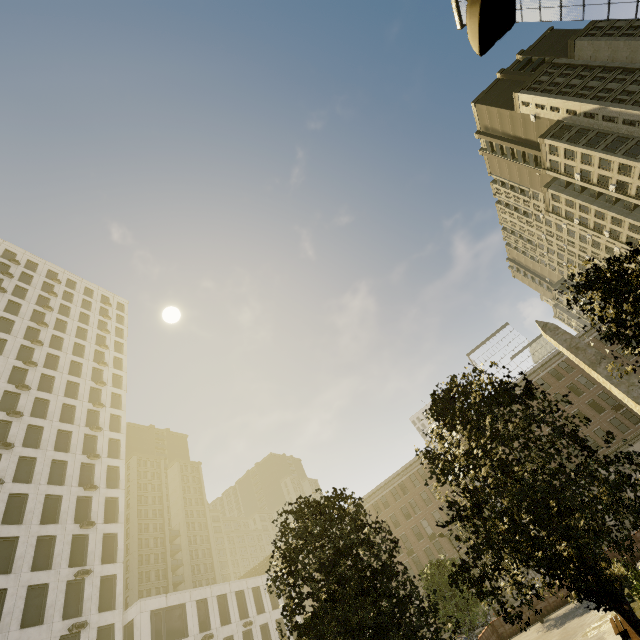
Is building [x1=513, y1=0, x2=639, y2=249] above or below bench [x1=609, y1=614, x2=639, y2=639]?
above

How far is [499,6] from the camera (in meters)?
3.68

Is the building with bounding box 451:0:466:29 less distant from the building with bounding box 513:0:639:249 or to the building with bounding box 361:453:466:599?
the building with bounding box 513:0:639:249

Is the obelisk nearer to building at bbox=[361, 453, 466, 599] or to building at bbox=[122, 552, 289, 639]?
building at bbox=[361, 453, 466, 599]

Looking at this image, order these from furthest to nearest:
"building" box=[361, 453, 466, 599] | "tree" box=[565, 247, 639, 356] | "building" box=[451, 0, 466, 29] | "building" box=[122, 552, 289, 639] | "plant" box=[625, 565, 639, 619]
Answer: → "building" box=[451, 0, 466, 29] → "building" box=[361, 453, 466, 599] → "building" box=[122, 552, 289, 639] → "plant" box=[625, 565, 639, 619] → "tree" box=[565, 247, 639, 356]

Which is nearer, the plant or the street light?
the street light

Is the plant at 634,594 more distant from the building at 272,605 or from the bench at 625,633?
the building at 272,605

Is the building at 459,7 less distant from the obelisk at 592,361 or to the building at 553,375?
the building at 553,375
